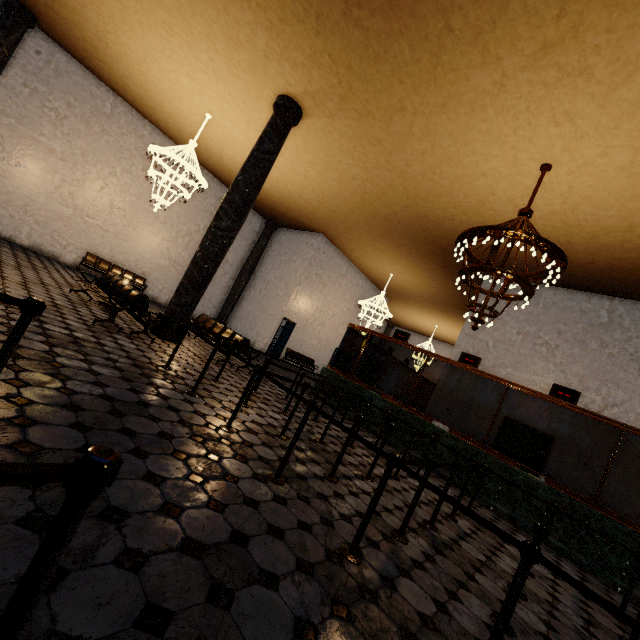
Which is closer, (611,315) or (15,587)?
(15,587)
